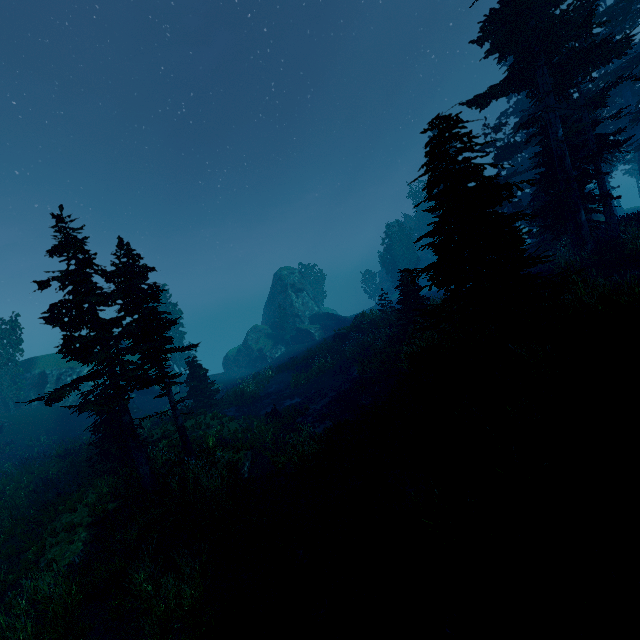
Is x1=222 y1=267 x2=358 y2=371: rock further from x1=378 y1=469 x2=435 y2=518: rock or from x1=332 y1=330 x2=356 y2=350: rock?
→ x1=378 y1=469 x2=435 y2=518: rock

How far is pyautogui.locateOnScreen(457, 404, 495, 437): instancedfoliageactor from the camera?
9.60m

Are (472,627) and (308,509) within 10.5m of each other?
yes

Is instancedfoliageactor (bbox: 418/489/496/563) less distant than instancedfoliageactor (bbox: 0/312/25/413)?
Yes

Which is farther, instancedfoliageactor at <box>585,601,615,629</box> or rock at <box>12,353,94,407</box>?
rock at <box>12,353,94,407</box>

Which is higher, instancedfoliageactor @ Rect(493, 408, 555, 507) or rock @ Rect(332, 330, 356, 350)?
rock @ Rect(332, 330, 356, 350)

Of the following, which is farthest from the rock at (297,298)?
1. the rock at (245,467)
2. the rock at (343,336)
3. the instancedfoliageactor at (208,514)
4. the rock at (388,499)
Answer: the rock at (388,499)

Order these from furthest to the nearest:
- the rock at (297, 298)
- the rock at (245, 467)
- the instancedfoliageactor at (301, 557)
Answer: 1. the rock at (297, 298)
2. the rock at (245, 467)
3. the instancedfoliageactor at (301, 557)
